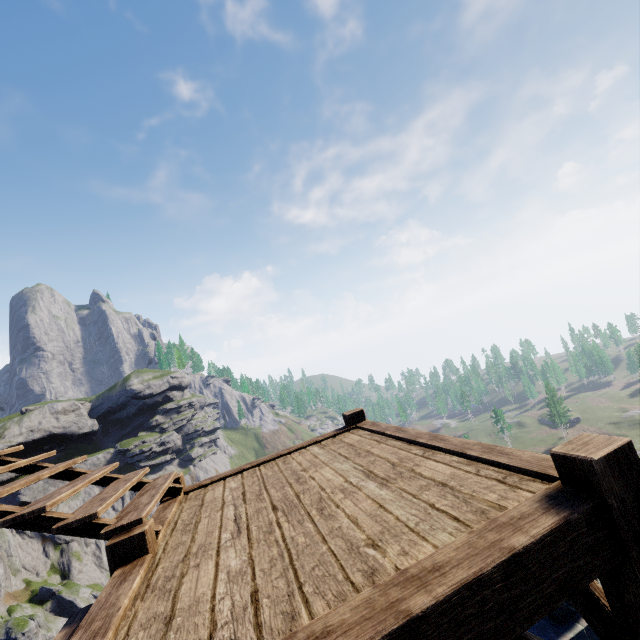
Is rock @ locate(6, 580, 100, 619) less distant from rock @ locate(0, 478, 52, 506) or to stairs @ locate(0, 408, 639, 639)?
rock @ locate(0, 478, 52, 506)

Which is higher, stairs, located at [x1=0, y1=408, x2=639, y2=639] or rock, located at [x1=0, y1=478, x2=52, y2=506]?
stairs, located at [x1=0, y1=408, x2=639, y2=639]

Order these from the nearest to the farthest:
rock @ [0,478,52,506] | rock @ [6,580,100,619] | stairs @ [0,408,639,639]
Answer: stairs @ [0,408,639,639]
rock @ [6,580,100,619]
rock @ [0,478,52,506]

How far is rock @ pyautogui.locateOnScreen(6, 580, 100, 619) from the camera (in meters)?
44.44

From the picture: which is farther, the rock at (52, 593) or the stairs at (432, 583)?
the rock at (52, 593)

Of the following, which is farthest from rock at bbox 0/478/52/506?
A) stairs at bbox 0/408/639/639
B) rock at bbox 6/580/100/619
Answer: stairs at bbox 0/408/639/639

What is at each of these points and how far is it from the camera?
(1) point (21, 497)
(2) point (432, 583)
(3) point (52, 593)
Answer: (1) rock, 56.4 meters
(2) stairs, 1.5 meters
(3) rock, 46.8 meters

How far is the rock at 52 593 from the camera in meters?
44.4
